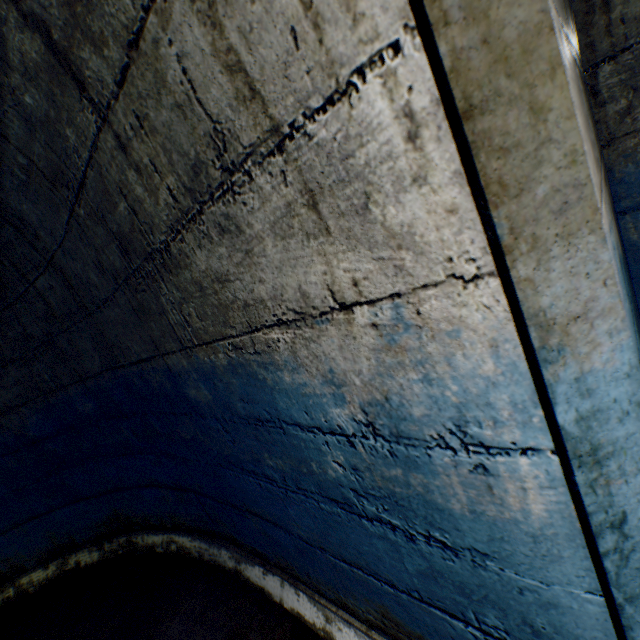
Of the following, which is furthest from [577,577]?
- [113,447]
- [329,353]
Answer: [113,447]
